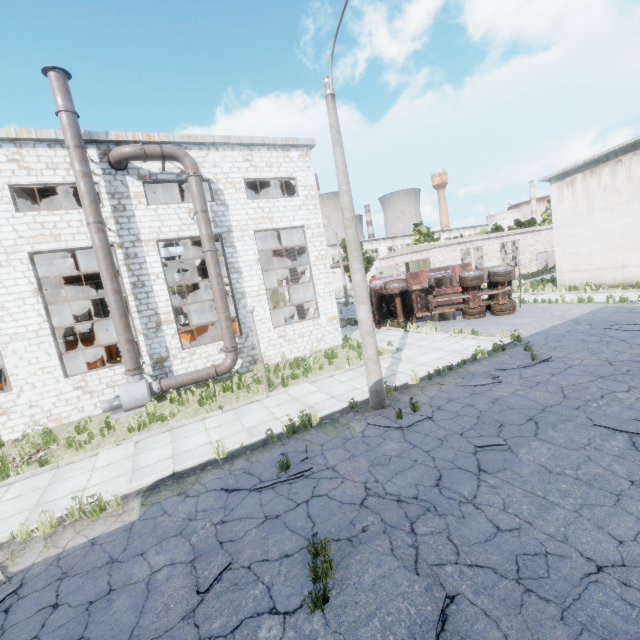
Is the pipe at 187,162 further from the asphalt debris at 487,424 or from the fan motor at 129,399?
the asphalt debris at 487,424

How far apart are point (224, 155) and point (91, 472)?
13.90m

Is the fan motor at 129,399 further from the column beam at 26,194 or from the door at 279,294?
the door at 279,294

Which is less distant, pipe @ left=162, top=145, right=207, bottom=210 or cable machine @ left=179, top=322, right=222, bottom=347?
pipe @ left=162, top=145, right=207, bottom=210

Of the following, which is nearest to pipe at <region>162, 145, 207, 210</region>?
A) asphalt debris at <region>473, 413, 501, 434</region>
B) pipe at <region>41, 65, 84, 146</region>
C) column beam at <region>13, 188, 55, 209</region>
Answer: pipe at <region>41, 65, 84, 146</region>

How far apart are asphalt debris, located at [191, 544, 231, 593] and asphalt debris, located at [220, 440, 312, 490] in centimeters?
137cm

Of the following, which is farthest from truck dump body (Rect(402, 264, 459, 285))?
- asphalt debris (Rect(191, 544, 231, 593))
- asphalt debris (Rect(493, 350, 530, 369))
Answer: asphalt debris (Rect(191, 544, 231, 593))

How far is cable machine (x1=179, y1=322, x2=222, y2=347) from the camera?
17.5m
